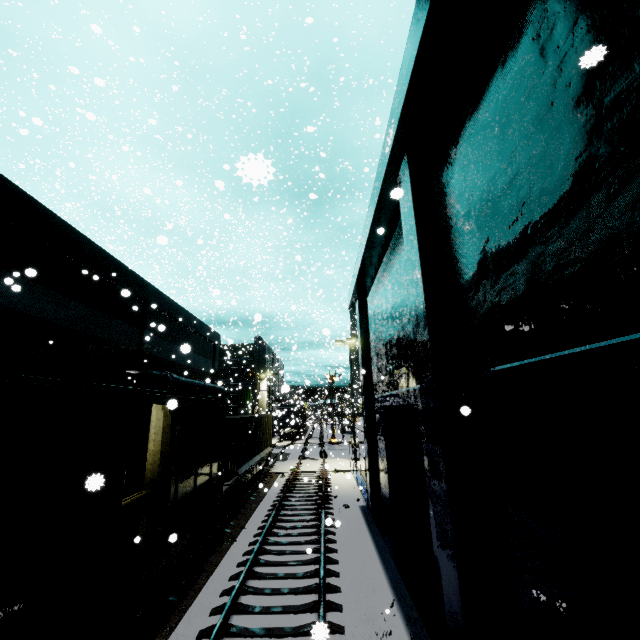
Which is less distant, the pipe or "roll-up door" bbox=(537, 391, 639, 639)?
"roll-up door" bbox=(537, 391, 639, 639)

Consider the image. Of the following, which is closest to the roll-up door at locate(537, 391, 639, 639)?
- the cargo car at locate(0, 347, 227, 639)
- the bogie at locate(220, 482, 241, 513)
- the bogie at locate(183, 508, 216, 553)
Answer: the cargo car at locate(0, 347, 227, 639)

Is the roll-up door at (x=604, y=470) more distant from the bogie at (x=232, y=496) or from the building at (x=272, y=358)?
the bogie at (x=232, y=496)

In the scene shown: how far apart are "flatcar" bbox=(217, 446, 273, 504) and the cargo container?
0.01m

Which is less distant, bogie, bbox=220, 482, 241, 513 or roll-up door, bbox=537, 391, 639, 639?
roll-up door, bbox=537, 391, 639, 639

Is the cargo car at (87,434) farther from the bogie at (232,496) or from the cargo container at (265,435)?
the bogie at (232,496)

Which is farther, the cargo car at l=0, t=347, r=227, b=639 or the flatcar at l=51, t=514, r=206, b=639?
the flatcar at l=51, t=514, r=206, b=639

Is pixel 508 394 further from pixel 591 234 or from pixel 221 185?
pixel 221 185
